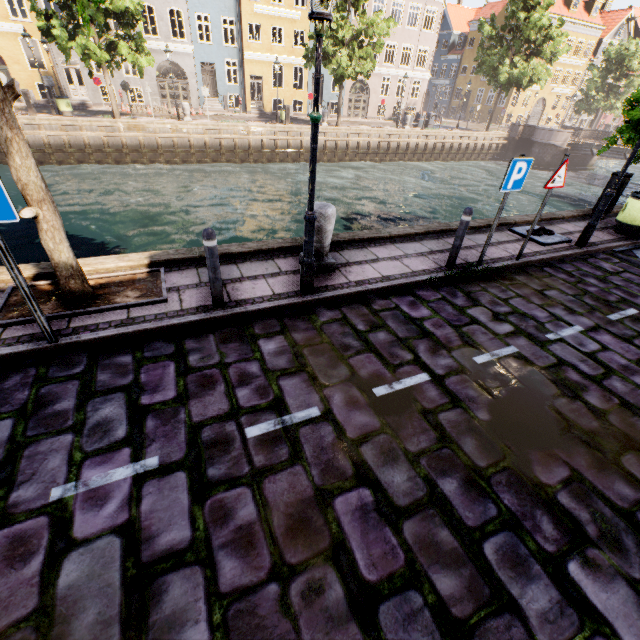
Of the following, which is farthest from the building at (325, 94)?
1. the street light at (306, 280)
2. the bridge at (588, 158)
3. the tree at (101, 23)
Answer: the bridge at (588, 158)

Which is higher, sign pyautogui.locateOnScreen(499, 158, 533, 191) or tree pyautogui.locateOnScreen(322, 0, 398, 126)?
tree pyautogui.locateOnScreen(322, 0, 398, 126)

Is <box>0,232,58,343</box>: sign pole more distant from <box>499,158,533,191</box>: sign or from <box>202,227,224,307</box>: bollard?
<box>499,158,533,191</box>: sign

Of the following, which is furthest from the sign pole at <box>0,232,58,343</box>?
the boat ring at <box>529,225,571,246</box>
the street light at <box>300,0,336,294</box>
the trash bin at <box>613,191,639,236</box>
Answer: the trash bin at <box>613,191,639,236</box>

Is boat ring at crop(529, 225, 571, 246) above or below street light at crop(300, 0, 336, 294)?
below

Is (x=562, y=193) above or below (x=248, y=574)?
Result: below

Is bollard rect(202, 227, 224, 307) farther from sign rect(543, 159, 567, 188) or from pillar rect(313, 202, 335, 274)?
sign rect(543, 159, 567, 188)

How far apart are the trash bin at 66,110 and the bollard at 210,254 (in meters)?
23.47
